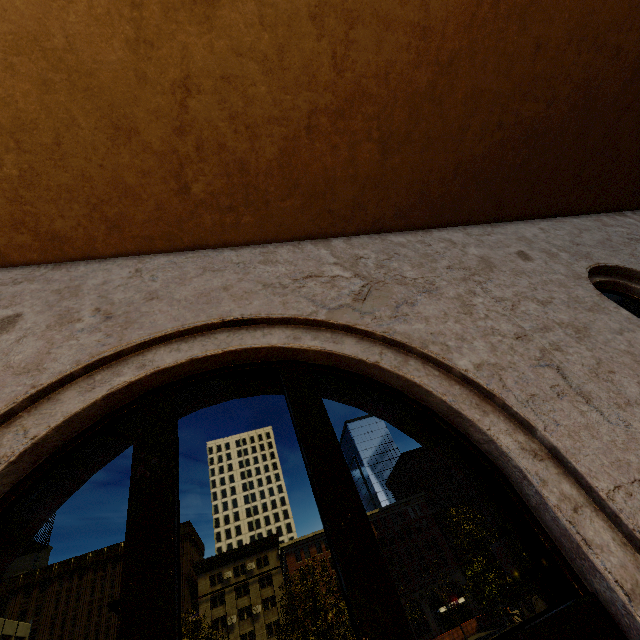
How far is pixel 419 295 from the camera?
2.4 meters

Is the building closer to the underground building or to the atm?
the underground building

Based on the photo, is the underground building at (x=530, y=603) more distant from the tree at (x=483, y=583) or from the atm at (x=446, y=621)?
the atm at (x=446, y=621)

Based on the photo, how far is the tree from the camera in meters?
18.7

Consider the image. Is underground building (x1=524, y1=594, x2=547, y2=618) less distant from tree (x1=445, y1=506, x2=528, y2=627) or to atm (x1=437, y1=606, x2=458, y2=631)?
tree (x1=445, y1=506, x2=528, y2=627)

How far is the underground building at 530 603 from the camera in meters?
31.2 m

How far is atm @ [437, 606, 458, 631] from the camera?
38.8 meters

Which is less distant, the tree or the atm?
the tree
